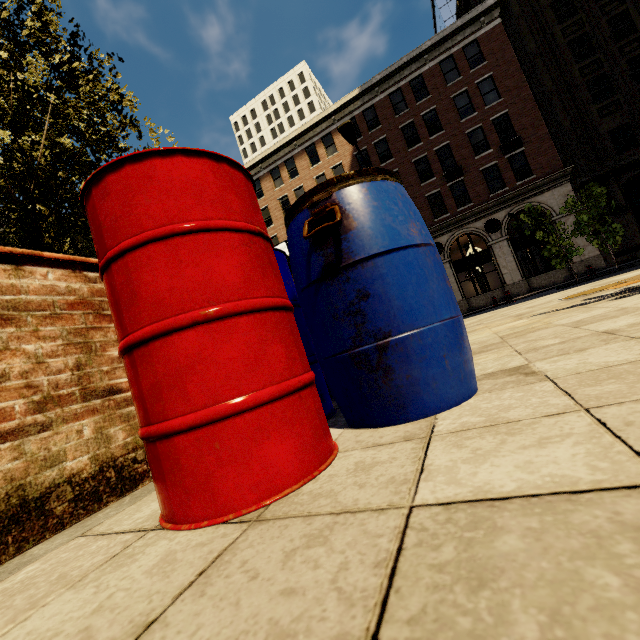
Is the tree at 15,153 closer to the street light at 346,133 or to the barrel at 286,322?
the barrel at 286,322

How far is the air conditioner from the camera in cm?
2258

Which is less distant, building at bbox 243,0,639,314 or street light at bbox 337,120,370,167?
street light at bbox 337,120,370,167

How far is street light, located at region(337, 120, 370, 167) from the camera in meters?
11.4 m

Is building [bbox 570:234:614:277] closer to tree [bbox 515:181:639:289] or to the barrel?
tree [bbox 515:181:639:289]

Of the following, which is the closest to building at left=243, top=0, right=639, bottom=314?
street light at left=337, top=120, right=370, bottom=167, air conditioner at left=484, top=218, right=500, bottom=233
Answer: air conditioner at left=484, top=218, right=500, bottom=233

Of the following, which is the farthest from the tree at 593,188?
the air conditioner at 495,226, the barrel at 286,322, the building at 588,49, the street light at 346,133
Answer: the air conditioner at 495,226

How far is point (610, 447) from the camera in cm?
65
